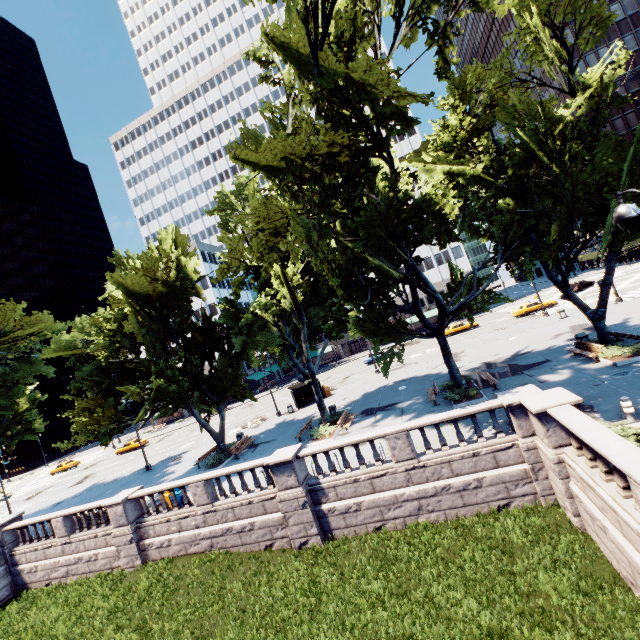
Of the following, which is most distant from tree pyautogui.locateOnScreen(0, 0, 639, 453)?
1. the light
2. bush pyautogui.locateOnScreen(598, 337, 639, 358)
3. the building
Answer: the building

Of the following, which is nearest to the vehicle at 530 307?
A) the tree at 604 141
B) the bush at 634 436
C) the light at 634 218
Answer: the tree at 604 141

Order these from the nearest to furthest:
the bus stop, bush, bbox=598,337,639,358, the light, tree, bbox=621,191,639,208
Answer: the light, tree, bbox=621,191,639,208, bush, bbox=598,337,639,358, the bus stop

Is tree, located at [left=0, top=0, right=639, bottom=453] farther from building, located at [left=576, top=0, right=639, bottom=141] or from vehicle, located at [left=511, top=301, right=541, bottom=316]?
building, located at [left=576, top=0, right=639, bottom=141]

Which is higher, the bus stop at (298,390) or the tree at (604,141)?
the tree at (604,141)

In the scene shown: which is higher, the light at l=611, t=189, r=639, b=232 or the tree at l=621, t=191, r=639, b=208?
the tree at l=621, t=191, r=639, b=208

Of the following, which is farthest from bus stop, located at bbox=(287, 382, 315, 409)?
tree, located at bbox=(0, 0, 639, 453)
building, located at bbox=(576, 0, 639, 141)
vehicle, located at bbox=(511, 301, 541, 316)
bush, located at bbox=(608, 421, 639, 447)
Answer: building, located at bbox=(576, 0, 639, 141)

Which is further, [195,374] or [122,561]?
[195,374]
